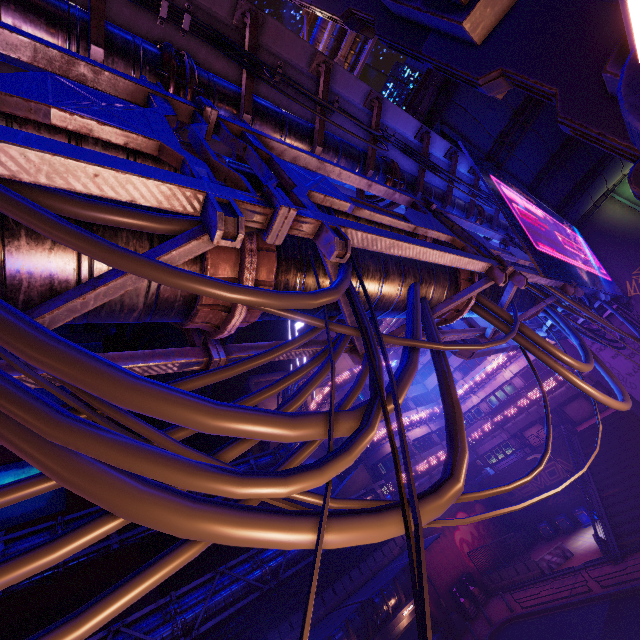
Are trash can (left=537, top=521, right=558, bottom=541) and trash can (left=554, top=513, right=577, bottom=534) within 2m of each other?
yes

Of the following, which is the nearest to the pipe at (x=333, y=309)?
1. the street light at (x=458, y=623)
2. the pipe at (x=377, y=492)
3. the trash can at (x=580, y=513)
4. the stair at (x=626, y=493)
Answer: the stair at (x=626, y=493)

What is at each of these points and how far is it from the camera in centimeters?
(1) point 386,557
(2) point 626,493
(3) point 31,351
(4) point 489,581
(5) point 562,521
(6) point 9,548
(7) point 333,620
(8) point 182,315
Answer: (1) fence, 2433cm
(2) stair, 2116cm
(3) cable, 170cm
(4) fence, 2553cm
(5) trash can, 2745cm
(6) pipe, 1728cm
(7) awning, 1709cm
(8) pipe, 323cm

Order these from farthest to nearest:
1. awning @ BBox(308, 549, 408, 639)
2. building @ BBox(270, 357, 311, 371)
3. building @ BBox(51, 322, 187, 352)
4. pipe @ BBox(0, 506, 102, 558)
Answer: building @ BBox(270, 357, 311, 371) < building @ BBox(51, 322, 187, 352) < pipe @ BBox(0, 506, 102, 558) < awning @ BBox(308, 549, 408, 639)

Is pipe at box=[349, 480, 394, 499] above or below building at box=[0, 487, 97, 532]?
below

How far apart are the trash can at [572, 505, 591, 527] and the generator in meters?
4.9

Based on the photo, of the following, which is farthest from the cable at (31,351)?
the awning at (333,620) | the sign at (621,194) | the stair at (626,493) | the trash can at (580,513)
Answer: the trash can at (580,513)

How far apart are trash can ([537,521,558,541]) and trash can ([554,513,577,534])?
0.6m
